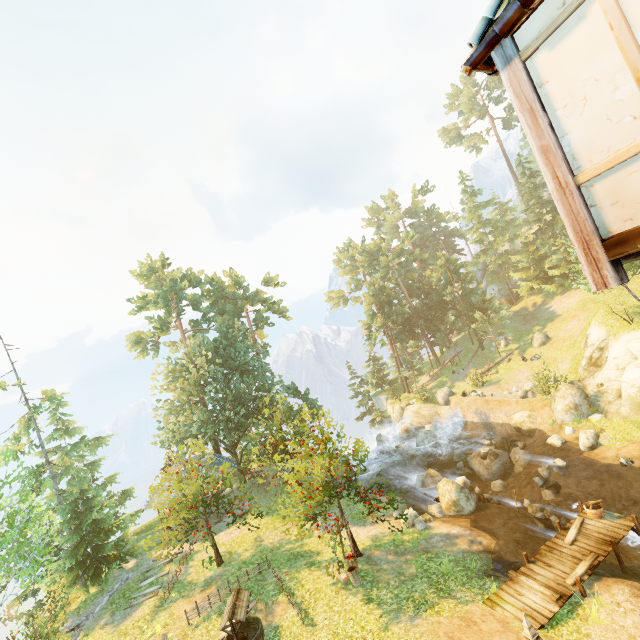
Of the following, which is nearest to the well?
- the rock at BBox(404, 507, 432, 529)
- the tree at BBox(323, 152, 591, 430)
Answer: the tree at BBox(323, 152, 591, 430)

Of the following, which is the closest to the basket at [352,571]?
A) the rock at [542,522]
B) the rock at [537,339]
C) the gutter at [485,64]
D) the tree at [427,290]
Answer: the tree at [427,290]

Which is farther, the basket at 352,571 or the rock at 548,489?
the rock at 548,489

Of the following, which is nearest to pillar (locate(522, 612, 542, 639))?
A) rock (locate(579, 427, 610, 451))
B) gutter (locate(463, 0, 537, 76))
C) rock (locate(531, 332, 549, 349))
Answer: gutter (locate(463, 0, 537, 76))

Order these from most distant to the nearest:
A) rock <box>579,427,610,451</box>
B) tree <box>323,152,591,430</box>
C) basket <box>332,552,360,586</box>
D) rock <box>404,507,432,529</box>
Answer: tree <box>323,152,591,430</box> → rock <box>579,427,610,451</box> → rock <box>404,507,432,529</box> → basket <box>332,552,360,586</box>

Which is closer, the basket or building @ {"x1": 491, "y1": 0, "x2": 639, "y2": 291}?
building @ {"x1": 491, "y1": 0, "x2": 639, "y2": 291}

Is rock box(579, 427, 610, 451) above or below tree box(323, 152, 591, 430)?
below

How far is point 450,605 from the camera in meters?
11.8 m
